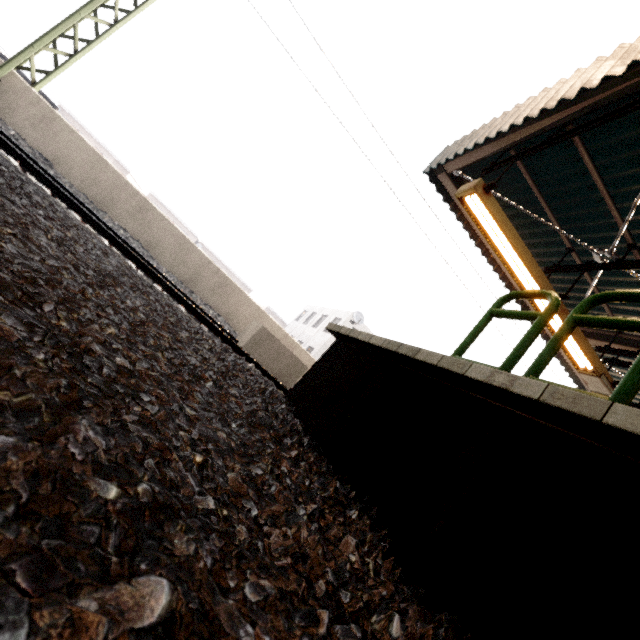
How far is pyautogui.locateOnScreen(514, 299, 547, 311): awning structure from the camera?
5.50m

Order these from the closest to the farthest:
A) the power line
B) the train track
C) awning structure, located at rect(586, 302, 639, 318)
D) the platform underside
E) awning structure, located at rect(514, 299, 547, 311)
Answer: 1. the platform underside
2. the train track
3. awning structure, located at rect(514, 299, 547, 311)
4. awning structure, located at rect(586, 302, 639, 318)
5. the power line

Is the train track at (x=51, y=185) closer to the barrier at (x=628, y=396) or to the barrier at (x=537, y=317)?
the barrier at (x=537, y=317)

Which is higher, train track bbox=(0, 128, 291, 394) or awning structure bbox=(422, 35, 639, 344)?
awning structure bbox=(422, 35, 639, 344)

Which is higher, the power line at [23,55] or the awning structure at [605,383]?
the awning structure at [605,383]

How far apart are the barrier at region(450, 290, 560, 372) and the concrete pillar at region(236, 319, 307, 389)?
4.2m

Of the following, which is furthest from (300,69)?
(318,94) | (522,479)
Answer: (522,479)

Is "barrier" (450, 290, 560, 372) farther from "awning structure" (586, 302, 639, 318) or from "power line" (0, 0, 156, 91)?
"power line" (0, 0, 156, 91)
